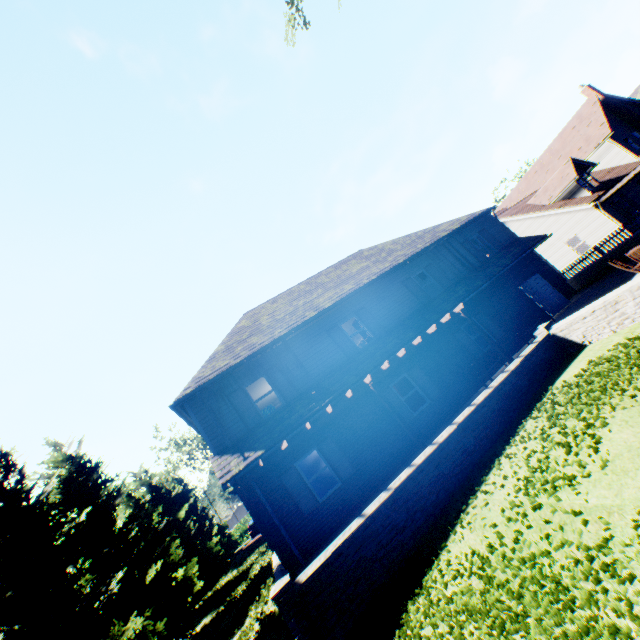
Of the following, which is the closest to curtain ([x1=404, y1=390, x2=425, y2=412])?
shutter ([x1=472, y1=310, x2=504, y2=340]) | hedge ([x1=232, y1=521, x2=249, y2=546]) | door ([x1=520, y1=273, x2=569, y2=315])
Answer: shutter ([x1=472, y1=310, x2=504, y2=340])

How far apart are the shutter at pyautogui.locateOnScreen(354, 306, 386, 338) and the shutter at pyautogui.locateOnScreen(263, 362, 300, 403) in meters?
4.2

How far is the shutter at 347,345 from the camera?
14.07m

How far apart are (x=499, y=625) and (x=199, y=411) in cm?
1056

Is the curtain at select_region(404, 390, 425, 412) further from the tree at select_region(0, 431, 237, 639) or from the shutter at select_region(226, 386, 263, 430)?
the tree at select_region(0, 431, 237, 639)

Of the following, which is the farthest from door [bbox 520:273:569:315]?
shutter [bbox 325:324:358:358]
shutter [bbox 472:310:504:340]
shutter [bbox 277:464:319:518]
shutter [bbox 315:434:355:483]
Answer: shutter [bbox 277:464:319:518]

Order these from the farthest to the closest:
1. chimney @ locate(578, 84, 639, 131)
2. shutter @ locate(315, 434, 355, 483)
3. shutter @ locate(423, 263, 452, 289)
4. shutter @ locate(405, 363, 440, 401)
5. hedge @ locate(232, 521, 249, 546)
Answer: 1. hedge @ locate(232, 521, 249, 546)
2. chimney @ locate(578, 84, 639, 131)
3. shutter @ locate(423, 263, 452, 289)
4. shutter @ locate(405, 363, 440, 401)
5. shutter @ locate(315, 434, 355, 483)

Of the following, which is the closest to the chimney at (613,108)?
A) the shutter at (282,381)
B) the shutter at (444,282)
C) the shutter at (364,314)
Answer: the shutter at (444,282)
